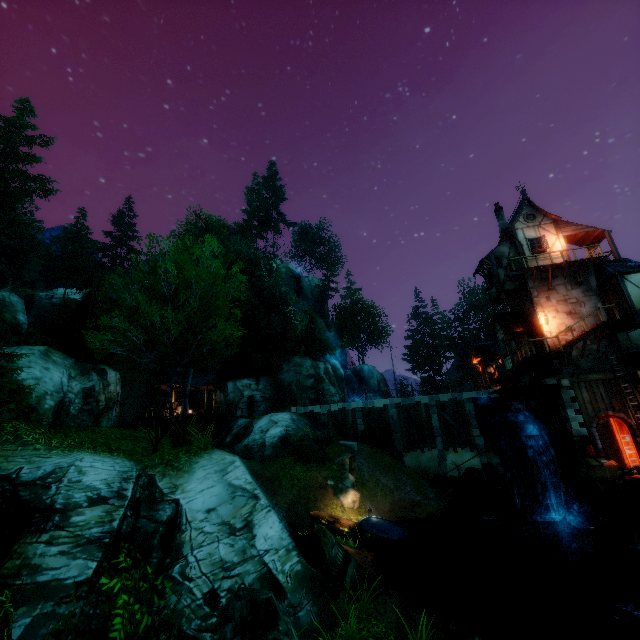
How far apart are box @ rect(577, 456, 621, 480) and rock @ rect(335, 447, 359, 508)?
13.5m

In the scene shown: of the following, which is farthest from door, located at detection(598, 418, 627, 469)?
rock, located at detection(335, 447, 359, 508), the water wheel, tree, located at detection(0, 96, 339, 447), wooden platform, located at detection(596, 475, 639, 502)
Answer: rock, located at detection(335, 447, 359, 508)

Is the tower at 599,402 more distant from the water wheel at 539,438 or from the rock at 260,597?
the rock at 260,597

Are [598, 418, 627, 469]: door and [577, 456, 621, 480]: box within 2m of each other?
yes

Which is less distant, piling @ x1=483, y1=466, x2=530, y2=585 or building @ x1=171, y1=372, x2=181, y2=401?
piling @ x1=483, y1=466, x2=530, y2=585

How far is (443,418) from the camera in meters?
29.0 m

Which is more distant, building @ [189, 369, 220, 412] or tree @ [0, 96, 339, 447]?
building @ [189, 369, 220, 412]

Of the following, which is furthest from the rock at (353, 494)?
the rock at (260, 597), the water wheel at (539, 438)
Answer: the rock at (260, 597)
